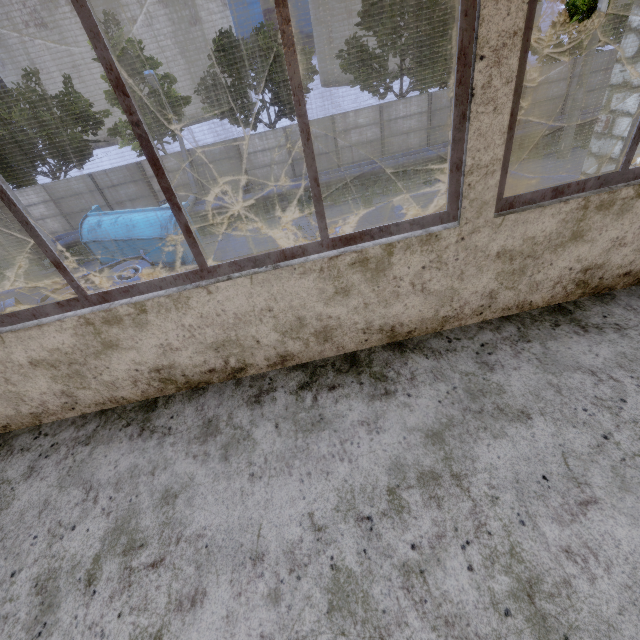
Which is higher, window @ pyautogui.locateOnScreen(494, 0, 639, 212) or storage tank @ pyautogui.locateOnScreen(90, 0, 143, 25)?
storage tank @ pyautogui.locateOnScreen(90, 0, 143, 25)

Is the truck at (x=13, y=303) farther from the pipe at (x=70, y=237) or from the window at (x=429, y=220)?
the window at (x=429, y=220)

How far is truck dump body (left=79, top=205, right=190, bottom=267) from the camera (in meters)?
13.22

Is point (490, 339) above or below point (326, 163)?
above

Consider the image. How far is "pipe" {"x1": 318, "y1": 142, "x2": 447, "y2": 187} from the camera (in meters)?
17.88

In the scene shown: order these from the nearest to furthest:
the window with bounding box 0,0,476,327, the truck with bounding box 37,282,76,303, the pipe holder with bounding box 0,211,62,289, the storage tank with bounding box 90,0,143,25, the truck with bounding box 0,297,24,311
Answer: the window with bounding box 0,0,476,327 → the truck with bounding box 0,297,24,311 → the truck with bounding box 37,282,76,303 → the pipe holder with bounding box 0,211,62,289 → the storage tank with bounding box 90,0,143,25

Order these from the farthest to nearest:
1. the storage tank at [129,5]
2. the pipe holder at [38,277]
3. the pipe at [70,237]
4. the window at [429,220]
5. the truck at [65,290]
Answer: the storage tank at [129,5] < the pipe at [70,237] < the pipe holder at [38,277] < the truck at [65,290] < the window at [429,220]

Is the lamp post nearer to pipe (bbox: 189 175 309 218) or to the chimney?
pipe (bbox: 189 175 309 218)
